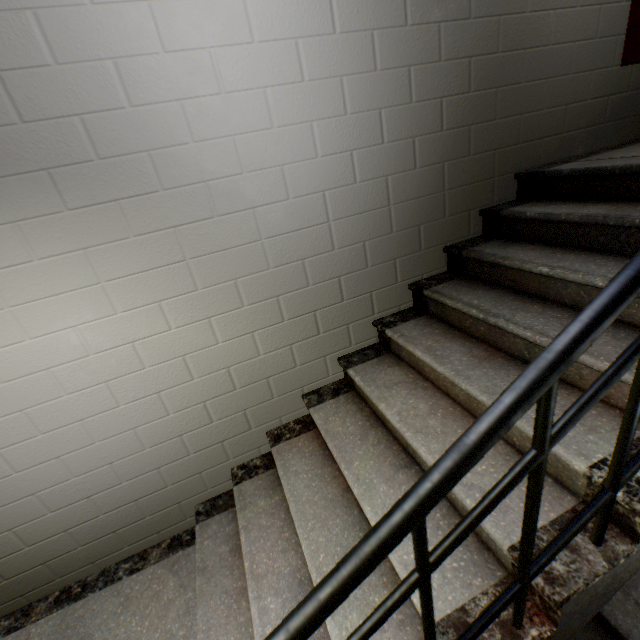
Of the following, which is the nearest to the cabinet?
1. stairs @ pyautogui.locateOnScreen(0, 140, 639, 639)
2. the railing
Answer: stairs @ pyautogui.locateOnScreen(0, 140, 639, 639)

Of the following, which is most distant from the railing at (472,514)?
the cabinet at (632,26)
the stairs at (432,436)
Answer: the cabinet at (632,26)

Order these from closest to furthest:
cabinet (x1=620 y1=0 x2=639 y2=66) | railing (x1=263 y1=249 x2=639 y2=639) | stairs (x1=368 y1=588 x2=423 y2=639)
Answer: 1. railing (x1=263 y1=249 x2=639 y2=639)
2. stairs (x1=368 y1=588 x2=423 y2=639)
3. cabinet (x1=620 y1=0 x2=639 y2=66)

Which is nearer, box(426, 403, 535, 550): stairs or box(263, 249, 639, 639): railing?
box(263, 249, 639, 639): railing

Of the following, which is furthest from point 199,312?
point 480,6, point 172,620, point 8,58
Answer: point 480,6

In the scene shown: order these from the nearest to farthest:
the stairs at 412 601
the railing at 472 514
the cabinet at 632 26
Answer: the railing at 472 514 → the stairs at 412 601 → the cabinet at 632 26

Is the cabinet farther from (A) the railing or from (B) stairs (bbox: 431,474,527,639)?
(A) the railing
